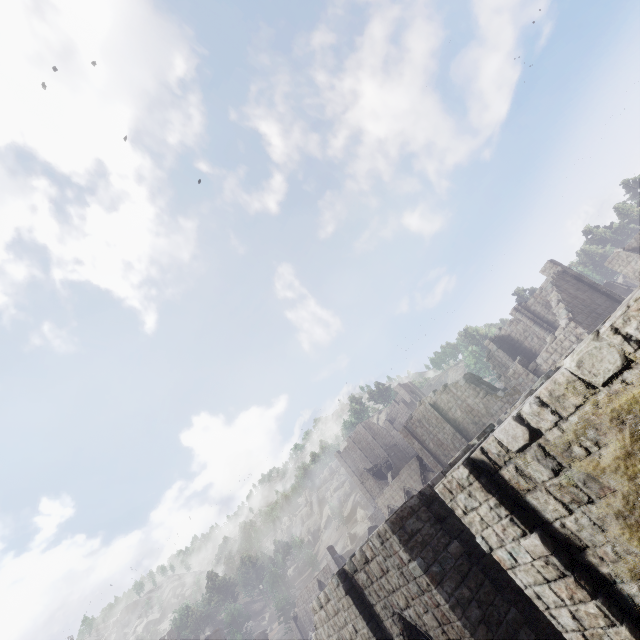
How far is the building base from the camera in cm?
5748

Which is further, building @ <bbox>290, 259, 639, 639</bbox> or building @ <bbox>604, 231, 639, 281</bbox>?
building @ <bbox>604, 231, 639, 281</bbox>

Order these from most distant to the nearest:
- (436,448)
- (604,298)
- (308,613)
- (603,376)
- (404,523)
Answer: (308,613) < (436,448) < (604,298) < (404,523) < (603,376)

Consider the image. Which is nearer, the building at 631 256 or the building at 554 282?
the building at 554 282

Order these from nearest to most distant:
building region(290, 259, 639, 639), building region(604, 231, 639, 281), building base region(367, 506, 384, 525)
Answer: building region(290, 259, 639, 639)
building region(604, 231, 639, 281)
building base region(367, 506, 384, 525)

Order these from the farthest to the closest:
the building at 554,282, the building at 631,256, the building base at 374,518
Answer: the building base at 374,518
the building at 631,256
the building at 554,282

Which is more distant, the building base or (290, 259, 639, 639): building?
the building base
